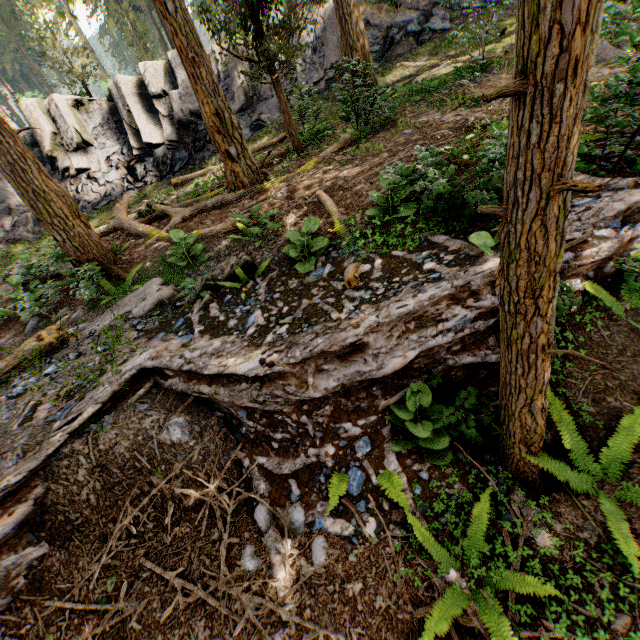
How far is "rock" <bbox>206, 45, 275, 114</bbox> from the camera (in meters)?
17.92

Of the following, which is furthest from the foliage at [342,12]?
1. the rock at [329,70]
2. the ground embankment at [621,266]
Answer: the rock at [329,70]

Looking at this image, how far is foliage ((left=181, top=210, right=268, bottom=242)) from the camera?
6.9 meters

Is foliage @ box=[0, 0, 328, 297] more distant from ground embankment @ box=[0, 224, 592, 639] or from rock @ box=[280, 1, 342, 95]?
rock @ box=[280, 1, 342, 95]

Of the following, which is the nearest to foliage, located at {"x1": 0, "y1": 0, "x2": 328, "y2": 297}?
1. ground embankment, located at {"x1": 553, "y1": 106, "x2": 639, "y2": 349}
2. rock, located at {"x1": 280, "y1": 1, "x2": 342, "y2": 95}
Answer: ground embankment, located at {"x1": 553, "y1": 106, "x2": 639, "y2": 349}

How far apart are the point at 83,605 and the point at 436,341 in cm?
495

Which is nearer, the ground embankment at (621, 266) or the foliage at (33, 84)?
the ground embankment at (621, 266)
